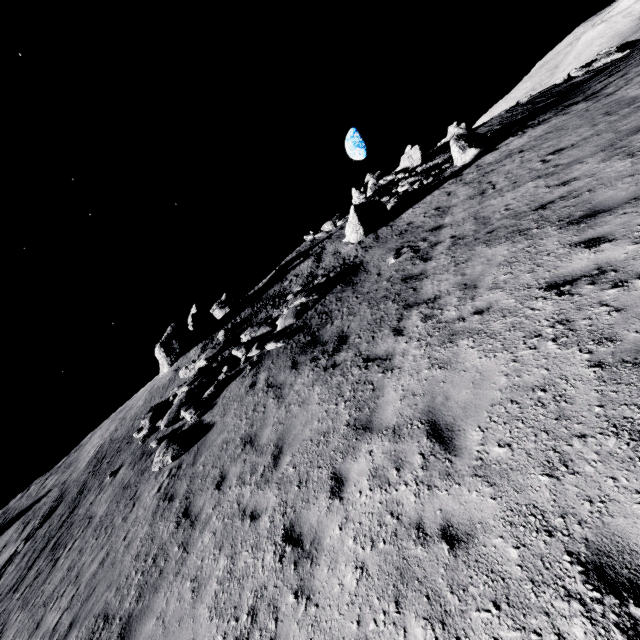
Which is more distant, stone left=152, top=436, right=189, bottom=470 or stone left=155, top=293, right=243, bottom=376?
stone left=155, top=293, right=243, bottom=376

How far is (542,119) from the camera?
18.4 meters

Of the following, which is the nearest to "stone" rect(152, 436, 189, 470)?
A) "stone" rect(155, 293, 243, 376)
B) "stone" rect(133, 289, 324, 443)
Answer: "stone" rect(133, 289, 324, 443)

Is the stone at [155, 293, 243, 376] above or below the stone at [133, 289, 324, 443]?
above

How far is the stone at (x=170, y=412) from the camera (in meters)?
13.39

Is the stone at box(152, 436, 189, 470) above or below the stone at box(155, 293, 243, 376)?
below

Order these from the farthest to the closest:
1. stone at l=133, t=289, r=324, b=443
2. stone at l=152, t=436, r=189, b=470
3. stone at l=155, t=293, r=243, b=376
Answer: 1. stone at l=155, t=293, r=243, b=376
2. stone at l=133, t=289, r=324, b=443
3. stone at l=152, t=436, r=189, b=470

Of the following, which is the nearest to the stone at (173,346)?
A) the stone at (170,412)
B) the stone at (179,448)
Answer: the stone at (170,412)
